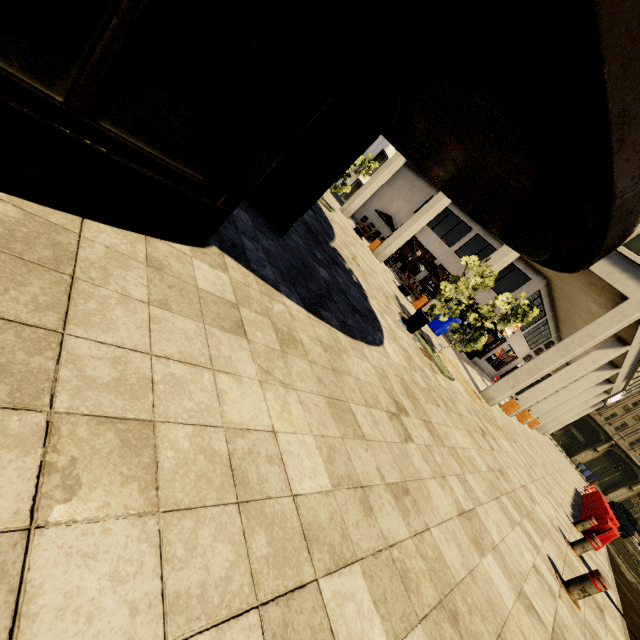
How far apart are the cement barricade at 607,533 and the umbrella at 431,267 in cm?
1233

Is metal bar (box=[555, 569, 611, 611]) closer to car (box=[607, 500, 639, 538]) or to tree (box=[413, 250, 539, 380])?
tree (box=[413, 250, 539, 380])

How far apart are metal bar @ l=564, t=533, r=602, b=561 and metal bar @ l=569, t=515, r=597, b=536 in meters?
2.5

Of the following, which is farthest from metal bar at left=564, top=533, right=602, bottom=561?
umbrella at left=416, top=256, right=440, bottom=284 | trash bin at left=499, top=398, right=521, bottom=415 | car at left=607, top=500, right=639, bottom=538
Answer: car at left=607, top=500, right=639, bottom=538

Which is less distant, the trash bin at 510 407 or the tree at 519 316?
the tree at 519 316

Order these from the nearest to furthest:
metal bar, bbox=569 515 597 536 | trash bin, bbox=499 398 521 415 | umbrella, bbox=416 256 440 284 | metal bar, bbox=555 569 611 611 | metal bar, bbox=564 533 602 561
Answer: metal bar, bbox=555 569 611 611, metal bar, bbox=564 533 602 561, metal bar, bbox=569 515 597 536, trash bin, bbox=499 398 521 415, umbrella, bbox=416 256 440 284

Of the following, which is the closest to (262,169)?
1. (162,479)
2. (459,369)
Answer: (162,479)

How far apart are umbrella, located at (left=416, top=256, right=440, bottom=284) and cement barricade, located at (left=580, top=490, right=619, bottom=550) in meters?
12.3 m
